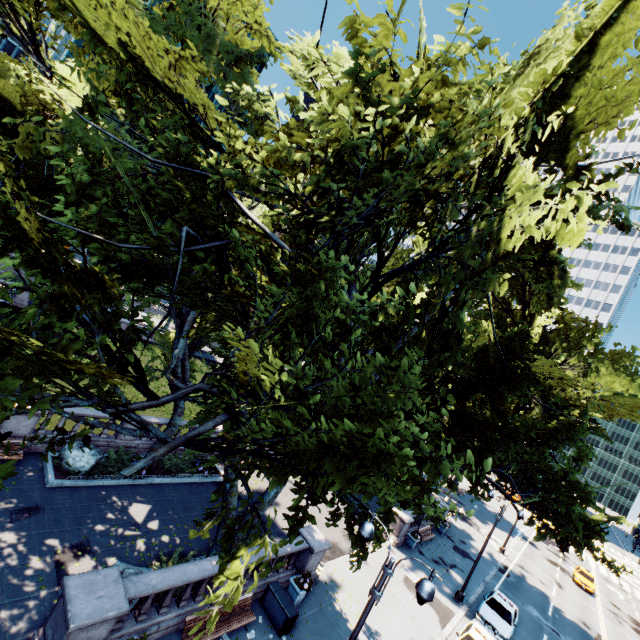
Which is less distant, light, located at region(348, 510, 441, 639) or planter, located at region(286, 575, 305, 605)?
light, located at region(348, 510, 441, 639)

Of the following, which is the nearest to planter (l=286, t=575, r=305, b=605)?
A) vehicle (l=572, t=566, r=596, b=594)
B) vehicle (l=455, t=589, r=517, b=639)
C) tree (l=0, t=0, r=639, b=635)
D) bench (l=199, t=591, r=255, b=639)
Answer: bench (l=199, t=591, r=255, b=639)

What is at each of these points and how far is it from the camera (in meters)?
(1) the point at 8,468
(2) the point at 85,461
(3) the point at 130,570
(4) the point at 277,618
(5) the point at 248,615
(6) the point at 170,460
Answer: (1) tree, 5.64
(2) rock, 15.46
(3) rock, 11.19
(4) container, 12.88
(5) bench, 12.24
(6) bush, 19.52

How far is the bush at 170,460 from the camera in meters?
18.9

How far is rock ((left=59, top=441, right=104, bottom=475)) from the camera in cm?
1513

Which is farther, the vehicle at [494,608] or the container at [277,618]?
the vehicle at [494,608]

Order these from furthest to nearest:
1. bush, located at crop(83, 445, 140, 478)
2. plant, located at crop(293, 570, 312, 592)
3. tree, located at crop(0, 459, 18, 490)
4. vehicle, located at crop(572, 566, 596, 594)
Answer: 1. vehicle, located at crop(572, 566, 596, 594)
2. bush, located at crop(83, 445, 140, 478)
3. plant, located at crop(293, 570, 312, 592)
4. tree, located at crop(0, 459, 18, 490)

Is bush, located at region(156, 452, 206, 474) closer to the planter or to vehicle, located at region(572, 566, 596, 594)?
the planter
